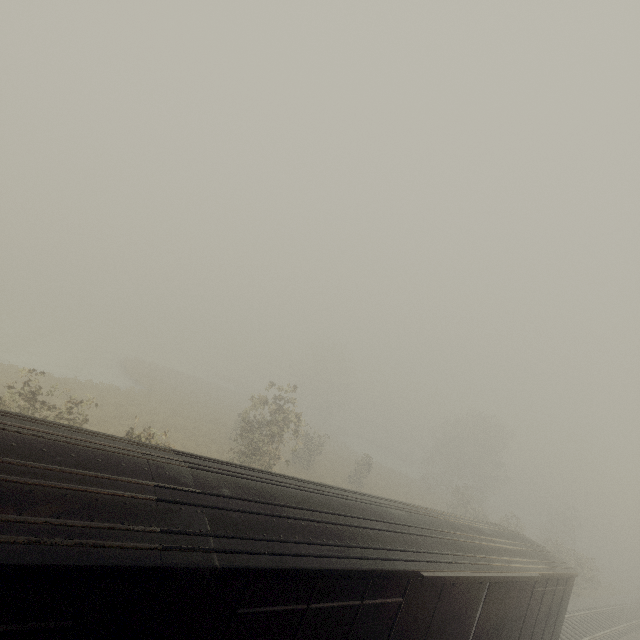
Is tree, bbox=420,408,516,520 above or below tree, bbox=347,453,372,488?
above

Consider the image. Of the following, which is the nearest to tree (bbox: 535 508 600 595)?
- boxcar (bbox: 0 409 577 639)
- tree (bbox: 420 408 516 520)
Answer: boxcar (bbox: 0 409 577 639)

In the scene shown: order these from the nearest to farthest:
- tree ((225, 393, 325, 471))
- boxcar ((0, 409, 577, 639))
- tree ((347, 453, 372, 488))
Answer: boxcar ((0, 409, 577, 639)), tree ((225, 393, 325, 471)), tree ((347, 453, 372, 488))

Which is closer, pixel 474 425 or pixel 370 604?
pixel 370 604

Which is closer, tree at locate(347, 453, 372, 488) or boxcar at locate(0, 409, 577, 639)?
boxcar at locate(0, 409, 577, 639)

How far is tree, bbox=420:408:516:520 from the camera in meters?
36.8 m

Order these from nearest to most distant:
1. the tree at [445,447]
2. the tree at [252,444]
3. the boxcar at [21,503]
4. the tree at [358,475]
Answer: the boxcar at [21,503]
the tree at [252,444]
the tree at [358,475]
the tree at [445,447]

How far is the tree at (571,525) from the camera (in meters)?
28.00
